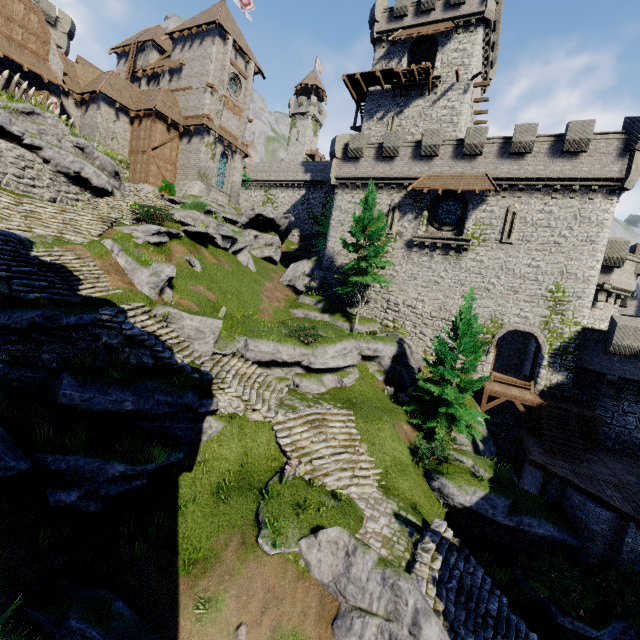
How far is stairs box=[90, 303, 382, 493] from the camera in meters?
11.2

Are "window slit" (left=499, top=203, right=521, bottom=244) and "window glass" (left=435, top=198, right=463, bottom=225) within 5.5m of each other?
yes

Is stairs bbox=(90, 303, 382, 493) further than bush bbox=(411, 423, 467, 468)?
No

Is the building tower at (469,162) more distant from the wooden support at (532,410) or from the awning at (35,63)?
the awning at (35,63)

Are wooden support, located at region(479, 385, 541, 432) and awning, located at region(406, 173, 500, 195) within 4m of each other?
no

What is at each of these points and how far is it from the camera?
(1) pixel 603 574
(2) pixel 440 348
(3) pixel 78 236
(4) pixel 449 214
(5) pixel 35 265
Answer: (1) bush, 12.0 meters
(2) tree, 16.6 meters
(3) stairs, 15.5 meters
(4) window glass, 25.0 meters
(5) stairs, 12.1 meters

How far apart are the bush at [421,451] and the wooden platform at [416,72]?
29.7 meters

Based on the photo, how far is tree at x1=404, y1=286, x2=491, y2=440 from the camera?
16.0m
